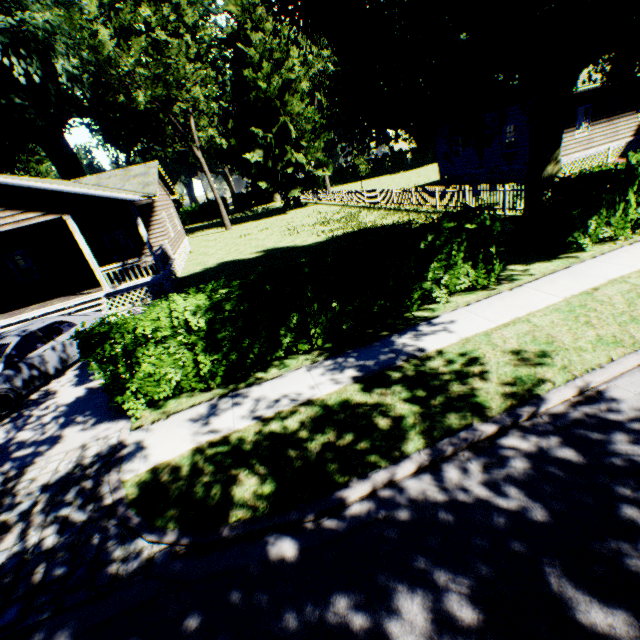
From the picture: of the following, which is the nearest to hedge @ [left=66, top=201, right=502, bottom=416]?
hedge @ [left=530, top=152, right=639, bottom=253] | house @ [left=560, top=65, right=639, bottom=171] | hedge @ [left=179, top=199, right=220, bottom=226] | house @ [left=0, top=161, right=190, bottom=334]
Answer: hedge @ [left=530, top=152, right=639, bottom=253]

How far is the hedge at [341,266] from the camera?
6.4 meters

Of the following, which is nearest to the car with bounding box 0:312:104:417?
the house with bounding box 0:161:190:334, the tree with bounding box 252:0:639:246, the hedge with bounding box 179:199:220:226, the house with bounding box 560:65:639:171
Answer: the house with bounding box 0:161:190:334

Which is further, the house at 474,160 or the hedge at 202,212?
the hedge at 202,212

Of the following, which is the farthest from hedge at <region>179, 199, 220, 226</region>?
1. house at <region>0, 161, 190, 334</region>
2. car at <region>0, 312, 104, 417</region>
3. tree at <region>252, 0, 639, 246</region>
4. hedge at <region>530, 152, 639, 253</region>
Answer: hedge at <region>530, 152, 639, 253</region>

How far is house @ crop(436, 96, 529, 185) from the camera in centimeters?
1986cm

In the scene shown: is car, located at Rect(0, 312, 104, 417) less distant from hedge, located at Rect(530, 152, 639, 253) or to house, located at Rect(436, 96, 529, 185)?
hedge, located at Rect(530, 152, 639, 253)

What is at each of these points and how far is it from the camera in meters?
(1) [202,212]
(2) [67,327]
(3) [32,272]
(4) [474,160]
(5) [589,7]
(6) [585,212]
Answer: (1) hedge, 57.3
(2) car, 10.1
(3) house, 22.5
(4) house, 23.9
(5) tree, 8.7
(6) hedge, 8.9
